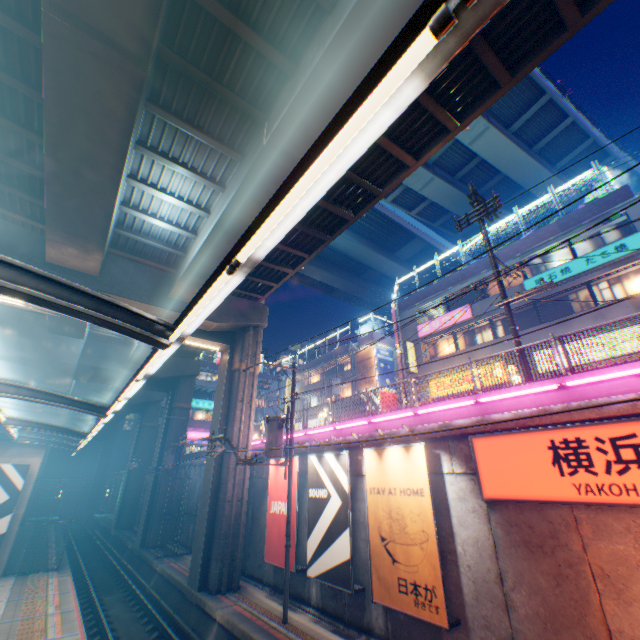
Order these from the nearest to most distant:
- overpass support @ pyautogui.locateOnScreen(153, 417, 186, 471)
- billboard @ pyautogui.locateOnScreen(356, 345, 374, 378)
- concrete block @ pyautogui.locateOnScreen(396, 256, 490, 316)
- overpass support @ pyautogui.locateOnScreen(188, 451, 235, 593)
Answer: overpass support @ pyautogui.locateOnScreen(188, 451, 235, 593)
concrete block @ pyautogui.locateOnScreen(396, 256, 490, 316)
overpass support @ pyautogui.locateOnScreen(153, 417, 186, 471)
billboard @ pyautogui.locateOnScreen(356, 345, 374, 378)

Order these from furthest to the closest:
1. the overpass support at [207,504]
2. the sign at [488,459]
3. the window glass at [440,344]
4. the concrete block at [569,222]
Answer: the window glass at [440,344], the concrete block at [569,222], the overpass support at [207,504], the sign at [488,459]

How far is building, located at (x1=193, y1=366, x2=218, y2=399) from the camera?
49.3 meters

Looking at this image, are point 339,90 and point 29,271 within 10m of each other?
yes

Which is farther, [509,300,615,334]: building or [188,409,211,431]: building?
[188,409,211,431]: building

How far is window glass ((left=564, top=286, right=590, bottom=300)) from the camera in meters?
17.9

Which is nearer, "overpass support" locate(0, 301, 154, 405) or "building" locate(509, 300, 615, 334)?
"building" locate(509, 300, 615, 334)

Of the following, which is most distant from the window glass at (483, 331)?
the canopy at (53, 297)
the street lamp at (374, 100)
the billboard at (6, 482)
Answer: the billboard at (6, 482)
